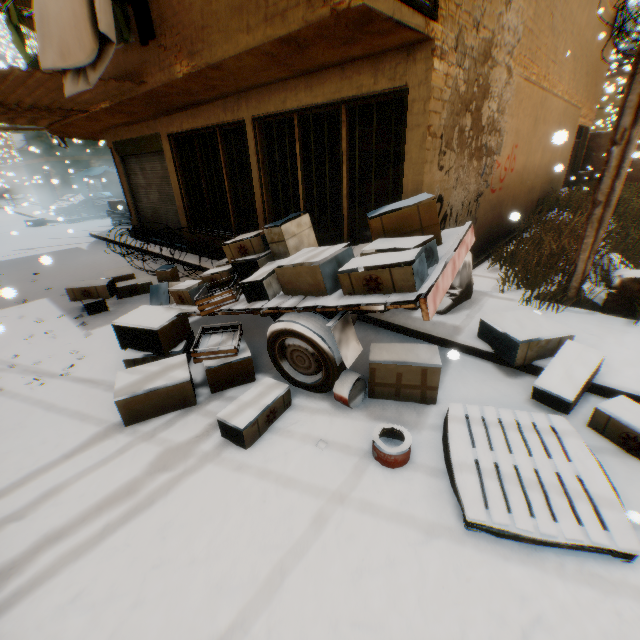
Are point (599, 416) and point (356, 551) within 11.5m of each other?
yes

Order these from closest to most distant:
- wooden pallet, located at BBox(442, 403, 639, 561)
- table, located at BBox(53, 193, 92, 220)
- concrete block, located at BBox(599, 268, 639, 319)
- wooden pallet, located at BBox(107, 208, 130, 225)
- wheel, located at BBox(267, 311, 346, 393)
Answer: wooden pallet, located at BBox(442, 403, 639, 561)
wheel, located at BBox(267, 311, 346, 393)
concrete block, located at BBox(599, 268, 639, 319)
wooden pallet, located at BBox(107, 208, 130, 225)
table, located at BBox(53, 193, 92, 220)

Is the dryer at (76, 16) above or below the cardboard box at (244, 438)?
above

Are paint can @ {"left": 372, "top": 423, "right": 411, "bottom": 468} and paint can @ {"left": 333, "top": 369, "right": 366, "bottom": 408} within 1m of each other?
yes

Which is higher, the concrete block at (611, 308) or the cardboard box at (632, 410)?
the concrete block at (611, 308)

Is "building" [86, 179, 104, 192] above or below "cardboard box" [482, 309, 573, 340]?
above

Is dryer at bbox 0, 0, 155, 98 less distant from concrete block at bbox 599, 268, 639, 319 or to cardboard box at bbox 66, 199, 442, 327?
cardboard box at bbox 66, 199, 442, 327

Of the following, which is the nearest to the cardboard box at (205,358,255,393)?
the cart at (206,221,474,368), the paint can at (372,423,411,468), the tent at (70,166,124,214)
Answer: the cart at (206,221,474,368)
